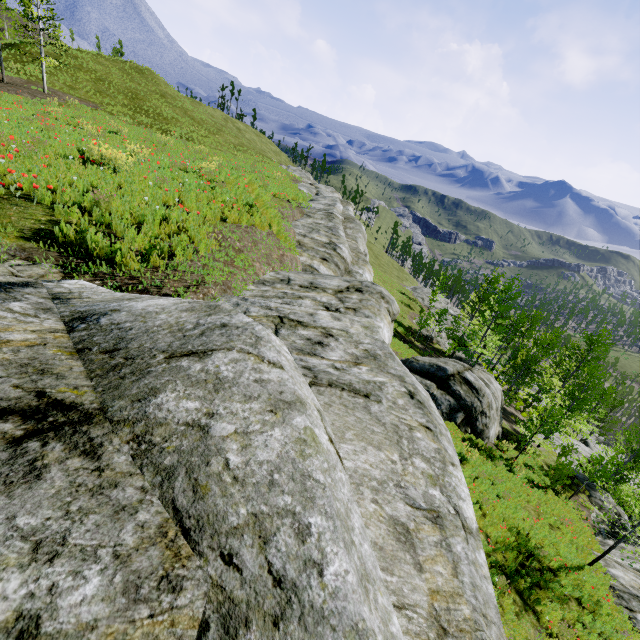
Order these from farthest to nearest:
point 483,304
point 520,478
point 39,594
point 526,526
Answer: point 483,304, point 520,478, point 526,526, point 39,594

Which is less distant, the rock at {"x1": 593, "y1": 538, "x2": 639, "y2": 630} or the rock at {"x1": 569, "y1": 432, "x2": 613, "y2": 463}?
the rock at {"x1": 593, "y1": 538, "x2": 639, "y2": 630}

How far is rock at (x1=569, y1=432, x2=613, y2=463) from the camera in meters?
29.6 m

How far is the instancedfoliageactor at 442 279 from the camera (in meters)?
27.62

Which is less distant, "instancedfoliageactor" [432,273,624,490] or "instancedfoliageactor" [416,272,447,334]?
"instancedfoliageactor" [432,273,624,490]

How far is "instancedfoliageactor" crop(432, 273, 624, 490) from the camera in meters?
19.3 m

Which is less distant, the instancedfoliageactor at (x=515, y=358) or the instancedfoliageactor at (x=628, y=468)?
the instancedfoliageactor at (x=628, y=468)

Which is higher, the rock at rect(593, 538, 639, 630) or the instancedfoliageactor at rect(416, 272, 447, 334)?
the instancedfoliageactor at rect(416, 272, 447, 334)
